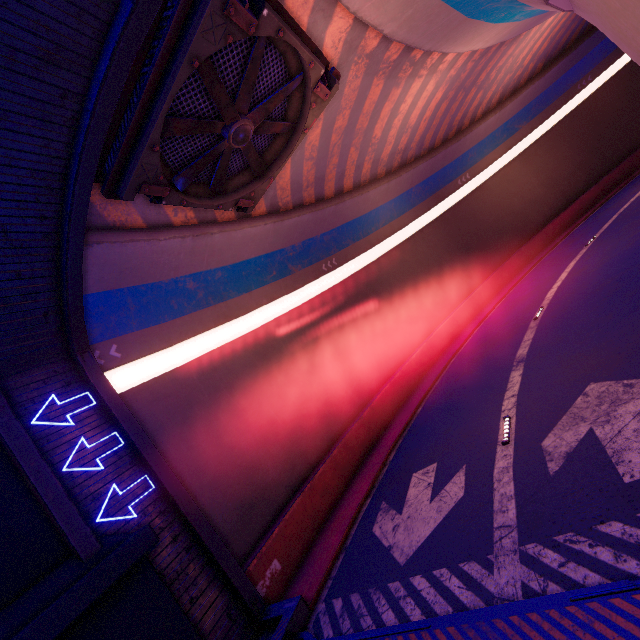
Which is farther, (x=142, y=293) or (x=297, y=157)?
(x=297, y=157)

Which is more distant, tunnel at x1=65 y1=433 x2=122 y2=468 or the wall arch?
tunnel at x1=65 y1=433 x2=122 y2=468

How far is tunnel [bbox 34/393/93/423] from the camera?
8.0m

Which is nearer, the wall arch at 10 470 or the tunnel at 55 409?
the wall arch at 10 470

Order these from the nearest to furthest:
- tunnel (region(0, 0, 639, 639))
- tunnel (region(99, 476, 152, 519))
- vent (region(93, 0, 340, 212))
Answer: tunnel (region(0, 0, 639, 639)), vent (region(93, 0, 340, 212)), tunnel (region(99, 476, 152, 519))

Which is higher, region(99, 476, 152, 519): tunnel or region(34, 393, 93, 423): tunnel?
region(34, 393, 93, 423): tunnel

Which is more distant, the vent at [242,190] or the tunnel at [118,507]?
the tunnel at [118,507]

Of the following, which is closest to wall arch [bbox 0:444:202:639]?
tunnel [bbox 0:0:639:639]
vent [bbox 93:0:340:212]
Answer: tunnel [bbox 0:0:639:639]
